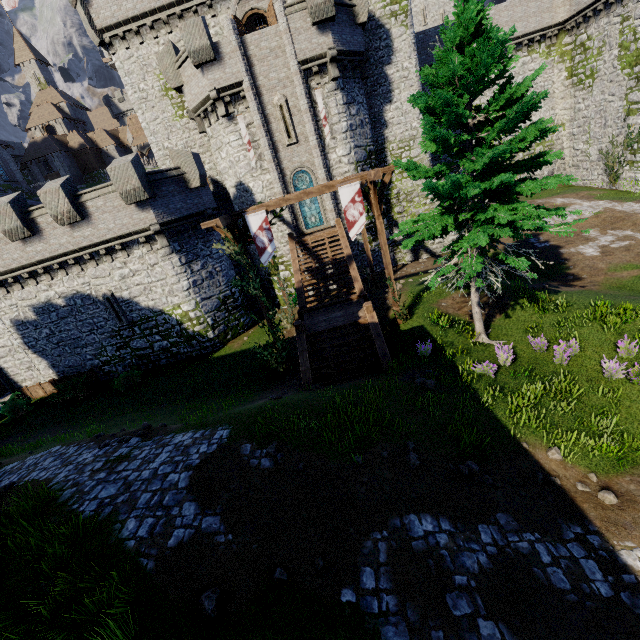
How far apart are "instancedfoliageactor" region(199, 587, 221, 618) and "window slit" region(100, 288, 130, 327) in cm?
1886

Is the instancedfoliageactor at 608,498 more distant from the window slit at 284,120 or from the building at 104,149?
the building at 104,149

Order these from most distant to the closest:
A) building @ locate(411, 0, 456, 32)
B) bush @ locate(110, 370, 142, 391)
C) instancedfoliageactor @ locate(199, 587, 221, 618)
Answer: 1. building @ locate(411, 0, 456, 32)
2. bush @ locate(110, 370, 142, 391)
3. instancedfoliageactor @ locate(199, 587, 221, 618)

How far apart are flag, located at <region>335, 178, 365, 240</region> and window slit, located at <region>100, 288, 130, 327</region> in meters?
15.6

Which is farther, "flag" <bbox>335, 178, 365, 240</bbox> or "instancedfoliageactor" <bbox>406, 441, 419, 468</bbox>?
"flag" <bbox>335, 178, 365, 240</bbox>

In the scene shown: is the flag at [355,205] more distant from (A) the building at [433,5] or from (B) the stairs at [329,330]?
(A) the building at [433,5]

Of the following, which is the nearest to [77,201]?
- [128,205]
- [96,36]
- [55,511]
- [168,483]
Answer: [128,205]

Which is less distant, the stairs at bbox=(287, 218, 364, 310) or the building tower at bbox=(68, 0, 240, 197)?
the stairs at bbox=(287, 218, 364, 310)
